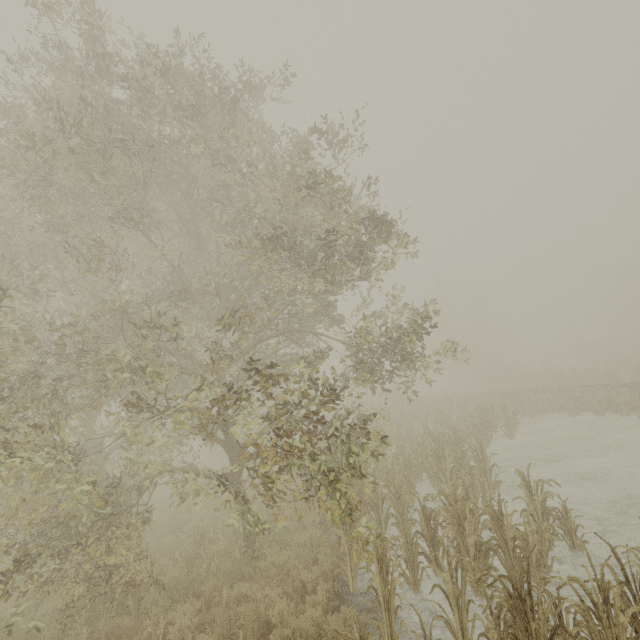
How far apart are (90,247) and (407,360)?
8.37m
